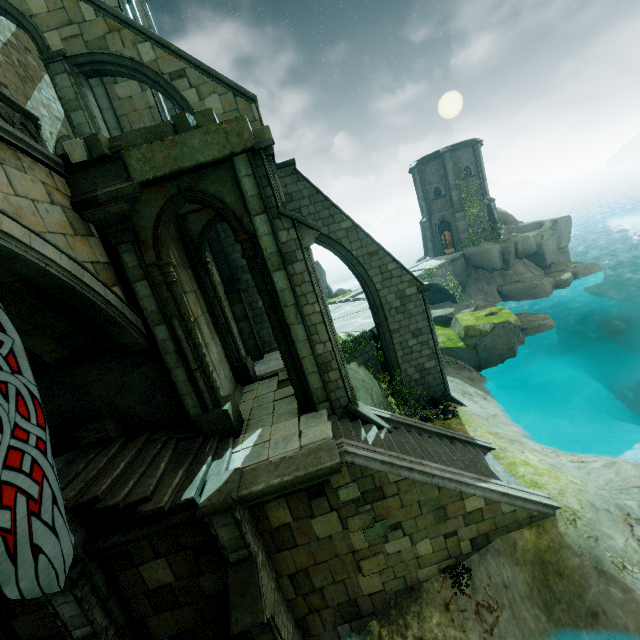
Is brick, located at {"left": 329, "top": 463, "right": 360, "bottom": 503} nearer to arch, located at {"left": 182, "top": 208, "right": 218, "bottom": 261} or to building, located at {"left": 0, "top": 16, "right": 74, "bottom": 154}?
arch, located at {"left": 182, "top": 208, "right": 218, "bottom": 261}

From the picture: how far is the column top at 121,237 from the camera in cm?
745

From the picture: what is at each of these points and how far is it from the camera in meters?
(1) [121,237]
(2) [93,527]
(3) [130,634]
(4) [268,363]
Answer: (1) column top, 7.8 m
(2) stair, 6.8 m
(3) stone column, 7.0 m
(4) building, 15.4 m

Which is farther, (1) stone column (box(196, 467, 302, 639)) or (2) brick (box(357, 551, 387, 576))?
(2) brick (box(357, 551, 387, 576))

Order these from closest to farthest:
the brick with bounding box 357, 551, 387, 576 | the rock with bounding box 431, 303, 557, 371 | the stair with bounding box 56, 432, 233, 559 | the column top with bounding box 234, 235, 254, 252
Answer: the stair with bounding box 56, 432, 233, 559 < the brick with bounding box 357, 551, 387, 576 < the column top with bounding box 234, 235, 254, 252 < the rock with bounding box 431, 303, 557, 371

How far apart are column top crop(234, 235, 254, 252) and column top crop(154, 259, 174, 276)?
1.7m

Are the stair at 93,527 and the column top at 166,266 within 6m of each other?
yes

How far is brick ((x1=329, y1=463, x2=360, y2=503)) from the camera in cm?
718
